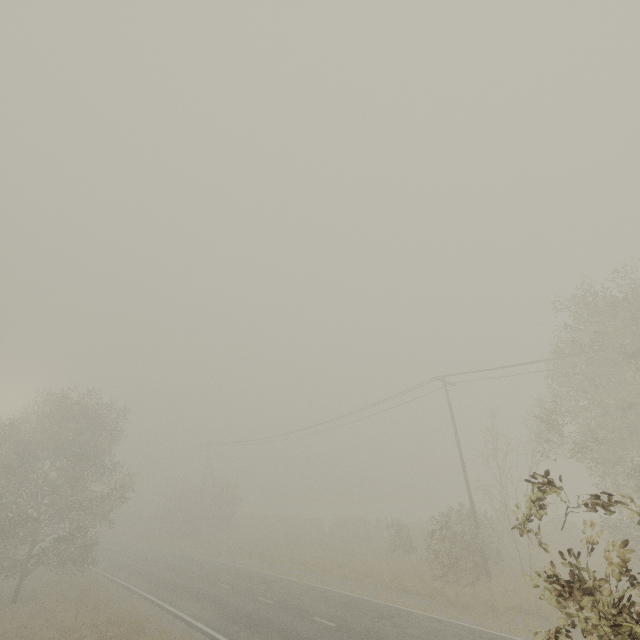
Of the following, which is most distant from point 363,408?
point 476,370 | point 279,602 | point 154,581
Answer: point 154,581
